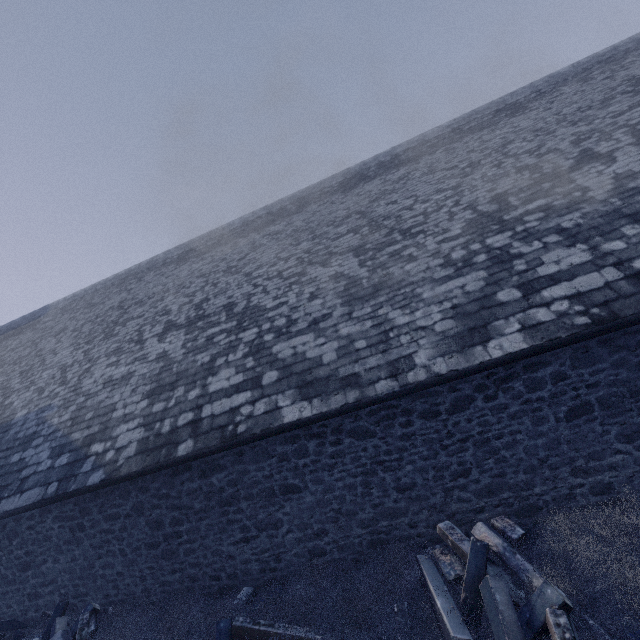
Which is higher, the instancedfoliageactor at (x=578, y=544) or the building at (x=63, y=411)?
the building at (x=63, y=411)

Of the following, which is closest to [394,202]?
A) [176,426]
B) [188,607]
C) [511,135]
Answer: [511,135]

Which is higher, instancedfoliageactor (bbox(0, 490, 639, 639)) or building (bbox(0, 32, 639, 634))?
building (bbox(0, 32, 639, 634))

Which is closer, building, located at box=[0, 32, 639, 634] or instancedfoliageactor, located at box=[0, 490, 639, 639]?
instancedfoliageactor, located at box=[0, 490, 639, 639]

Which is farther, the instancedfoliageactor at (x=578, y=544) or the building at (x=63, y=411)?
the building at (x=63, y=411)
